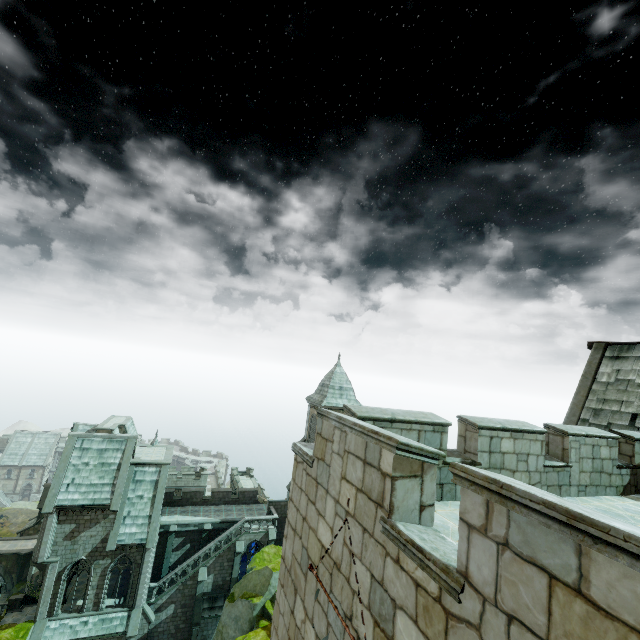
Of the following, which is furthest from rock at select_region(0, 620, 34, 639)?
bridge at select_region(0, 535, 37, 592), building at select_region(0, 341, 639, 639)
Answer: bridge at select_region(0, 535, 37, 592)

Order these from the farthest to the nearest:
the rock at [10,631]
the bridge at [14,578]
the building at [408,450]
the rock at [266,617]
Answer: the bridge at [14,578], the rock at [10,631], the rock at [266,617], the building at [408,450]

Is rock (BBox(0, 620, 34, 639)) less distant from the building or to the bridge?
the building

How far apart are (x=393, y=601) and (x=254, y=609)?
24.6m

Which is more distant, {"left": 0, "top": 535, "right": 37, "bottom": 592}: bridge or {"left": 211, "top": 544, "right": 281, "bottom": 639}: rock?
{"left": 0, "top": 535, "right": 37, "bottom": 592}: bridge

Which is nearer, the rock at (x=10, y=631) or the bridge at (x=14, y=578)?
the rock at (x=10, y=631)
